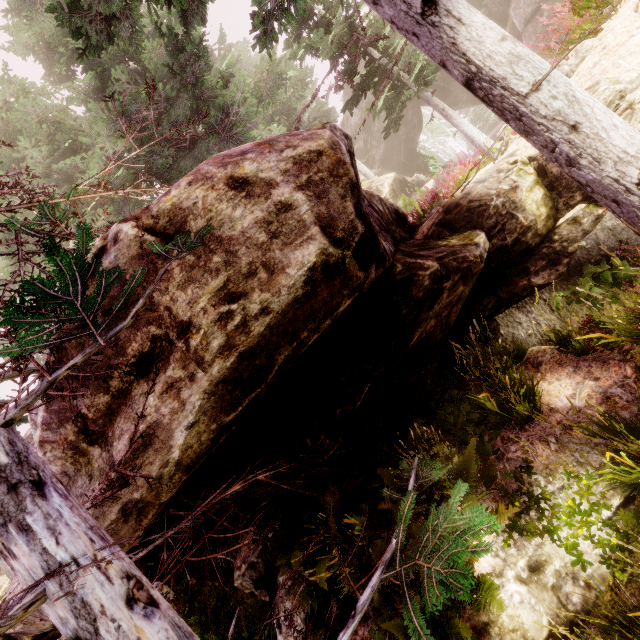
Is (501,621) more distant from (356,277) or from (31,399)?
(31,399)

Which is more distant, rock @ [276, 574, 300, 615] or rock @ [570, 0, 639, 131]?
rock @ [276, 574, 300, 615]

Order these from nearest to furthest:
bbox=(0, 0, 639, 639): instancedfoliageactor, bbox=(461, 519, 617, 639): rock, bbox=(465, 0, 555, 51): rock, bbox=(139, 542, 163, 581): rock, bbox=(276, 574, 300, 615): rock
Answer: bbox=(0, 0, 639, 639): instancedfoliageactor → bbox=(461, 519, 617, 639): rock → bbox=(276, 574, 300, 615): rock → bbox=(139, 542, 163, 581): rock → bbox=(465, 0, 555, 51): rock

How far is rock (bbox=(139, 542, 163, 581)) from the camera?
7.43m

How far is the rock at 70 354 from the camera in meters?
2.8 m

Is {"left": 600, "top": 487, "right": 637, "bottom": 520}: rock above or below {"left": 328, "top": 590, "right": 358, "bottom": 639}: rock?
below
